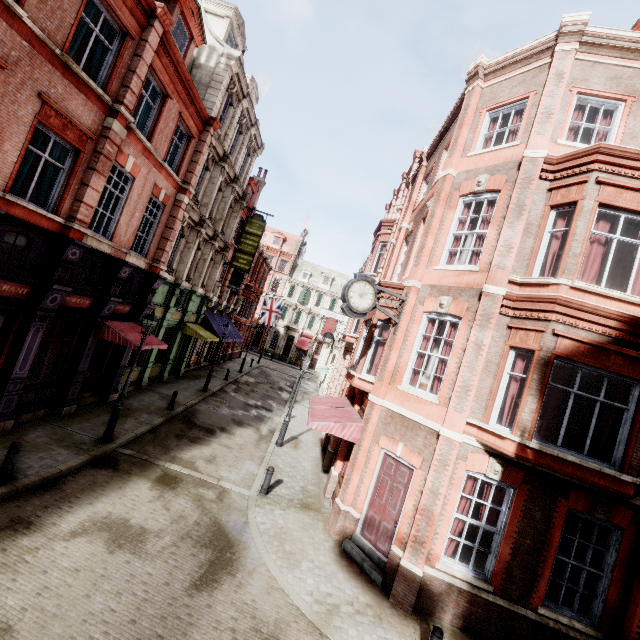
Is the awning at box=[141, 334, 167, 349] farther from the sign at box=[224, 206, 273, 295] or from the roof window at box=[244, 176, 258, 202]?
the roof window at box=[244, 176, 258, 202]

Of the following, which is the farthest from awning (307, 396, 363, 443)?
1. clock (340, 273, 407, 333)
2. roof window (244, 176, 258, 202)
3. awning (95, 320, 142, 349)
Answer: roof window (244, 176, 258, 202)

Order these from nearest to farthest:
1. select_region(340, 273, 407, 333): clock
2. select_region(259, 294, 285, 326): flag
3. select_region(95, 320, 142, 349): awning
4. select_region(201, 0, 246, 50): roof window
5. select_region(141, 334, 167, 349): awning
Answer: select_region(340, 273, 407, 333): clock < select_region(95, 320, 142, 349): awning < select_region(141, 334, 167, 349): awning < select_region(201, 0, 246, 50): roof window < select_region(259, 294, 285, 326): flag

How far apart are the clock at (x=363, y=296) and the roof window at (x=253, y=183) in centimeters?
2017cm

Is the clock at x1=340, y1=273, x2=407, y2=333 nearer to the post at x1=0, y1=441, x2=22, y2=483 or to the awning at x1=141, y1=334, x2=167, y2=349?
the awning at x1=141, y1=334, x2=167, y2=349

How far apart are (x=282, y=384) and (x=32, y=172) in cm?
2559

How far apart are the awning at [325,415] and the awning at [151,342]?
7.0m

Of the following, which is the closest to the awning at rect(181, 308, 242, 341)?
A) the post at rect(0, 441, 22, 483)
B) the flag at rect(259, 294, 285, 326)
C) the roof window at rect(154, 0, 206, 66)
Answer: the flag at rect(259, 294, 285, 326)
